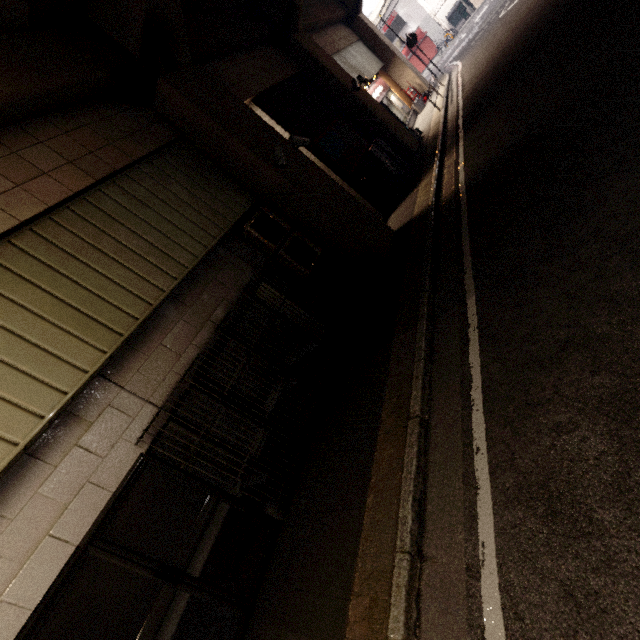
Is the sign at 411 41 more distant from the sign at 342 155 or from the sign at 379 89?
the sign at 342 155

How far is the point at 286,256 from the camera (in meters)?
6.25

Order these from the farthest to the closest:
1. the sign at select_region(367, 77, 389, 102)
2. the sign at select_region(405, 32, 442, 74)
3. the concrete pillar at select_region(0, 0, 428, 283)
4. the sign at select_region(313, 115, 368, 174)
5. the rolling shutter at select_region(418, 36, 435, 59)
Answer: the rolling shutter at select_region(418, 36, 435, 59)
the sign at select_region(405, 32, 442, 74)
the sign at select_region(367, 77, 389, 102)
the sign at select_region(313, 115, 368, 174)
the concrete pillar at select_region(0, 0, 428, 283)

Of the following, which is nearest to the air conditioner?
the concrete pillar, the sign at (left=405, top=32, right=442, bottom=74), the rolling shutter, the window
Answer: the concrete pillar

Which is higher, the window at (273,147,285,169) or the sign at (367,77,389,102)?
the window at (273,147,285,169)

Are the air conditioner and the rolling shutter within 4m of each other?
no

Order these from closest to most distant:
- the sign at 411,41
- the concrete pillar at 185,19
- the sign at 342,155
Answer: the concrete pillar at 185,19 → the sign at 342,155 → the sign at 411,41

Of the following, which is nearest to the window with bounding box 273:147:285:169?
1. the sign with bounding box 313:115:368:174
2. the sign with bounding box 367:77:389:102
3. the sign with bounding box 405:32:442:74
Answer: the sign with bounding box 313:115:368:174
